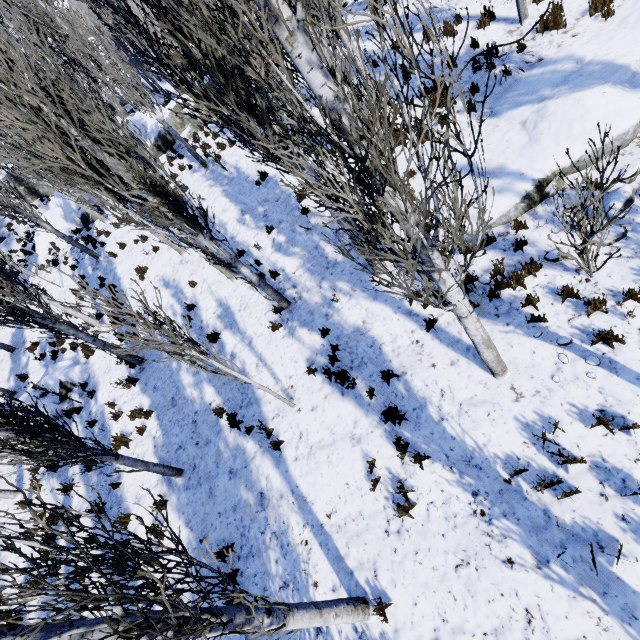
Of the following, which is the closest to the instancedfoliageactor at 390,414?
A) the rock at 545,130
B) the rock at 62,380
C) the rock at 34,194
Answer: the rock at 545,130

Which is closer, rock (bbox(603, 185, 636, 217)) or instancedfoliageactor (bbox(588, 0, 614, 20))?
rock (bbox(603, 185, 636, 217))

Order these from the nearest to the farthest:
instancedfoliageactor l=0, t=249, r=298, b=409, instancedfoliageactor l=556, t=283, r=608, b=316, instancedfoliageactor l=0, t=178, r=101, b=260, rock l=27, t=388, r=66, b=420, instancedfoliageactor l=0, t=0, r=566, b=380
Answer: instancedfoliageactor l=0, t=0, r=566, b=380 → instancedfoliageactor l=0, t=249, r=298, b=409 → instancedfoliageactor l=556, t=283, r=608, b=316 → rock l=27, t=388, r=66, b=420 → instancedfoliageactor l=0, t=178, r=101, b=260

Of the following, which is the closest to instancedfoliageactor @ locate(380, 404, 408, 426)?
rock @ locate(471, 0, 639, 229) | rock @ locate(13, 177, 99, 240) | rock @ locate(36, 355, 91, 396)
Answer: rock @ locate(471, 0, 639, 229)

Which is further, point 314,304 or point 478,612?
point 314,304

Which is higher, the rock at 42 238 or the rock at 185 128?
the rock at 42 238

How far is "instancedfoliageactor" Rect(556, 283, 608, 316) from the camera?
5.07m
